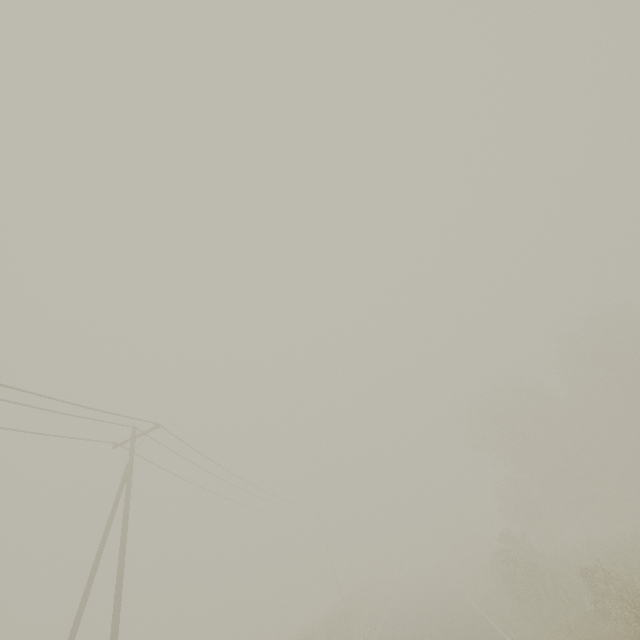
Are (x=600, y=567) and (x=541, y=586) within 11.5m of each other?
yes
